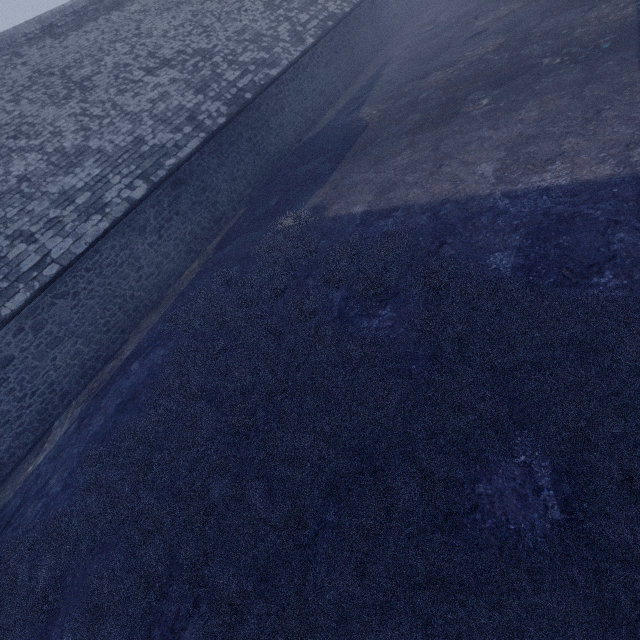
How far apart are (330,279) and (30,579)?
8.1m
